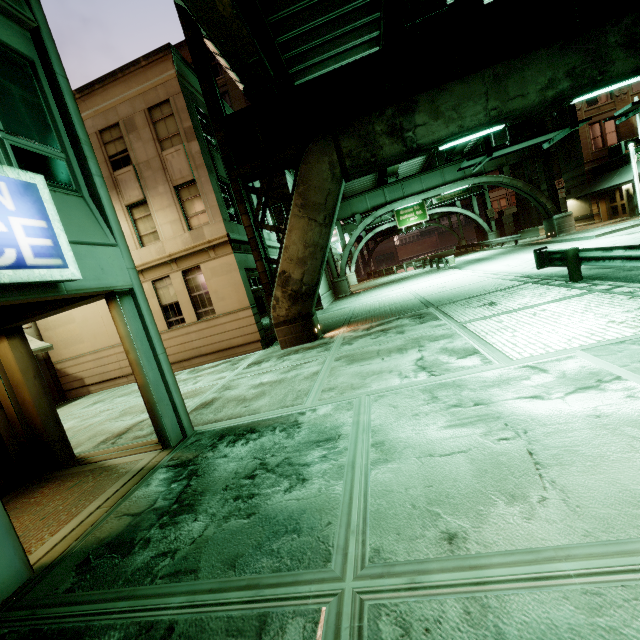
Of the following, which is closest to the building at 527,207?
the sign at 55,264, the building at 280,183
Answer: the building at 280,183

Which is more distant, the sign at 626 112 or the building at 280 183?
the building at 280 183

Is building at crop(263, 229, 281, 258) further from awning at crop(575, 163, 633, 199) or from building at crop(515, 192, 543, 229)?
building at crop(515, 192, 543, 229)

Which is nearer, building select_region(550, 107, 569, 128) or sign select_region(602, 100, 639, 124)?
sign select_region(602, 100, 639, 124)

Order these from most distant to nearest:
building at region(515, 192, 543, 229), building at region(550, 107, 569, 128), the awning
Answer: building at region(515, 192, 543, 229) < building at region(550, 107, 569, 128) < the awning

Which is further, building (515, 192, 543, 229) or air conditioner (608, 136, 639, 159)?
building (515, 192, 543, 229)

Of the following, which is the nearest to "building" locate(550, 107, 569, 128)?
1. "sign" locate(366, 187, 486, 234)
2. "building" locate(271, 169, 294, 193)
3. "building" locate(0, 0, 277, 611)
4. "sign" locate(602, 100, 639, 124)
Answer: "sign" locate(366, 187, 486, 234)

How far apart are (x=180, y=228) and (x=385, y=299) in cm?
1127
